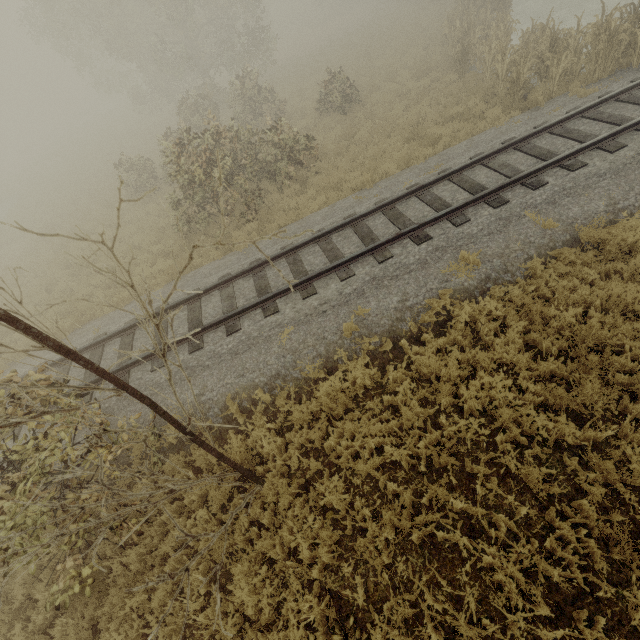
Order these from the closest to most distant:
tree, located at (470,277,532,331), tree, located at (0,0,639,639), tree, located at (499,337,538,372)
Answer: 1. tree, located at (0,0,639,639)
2. tree, located at (499,337,538,372)
3. tree, located at (470,277,532,331)

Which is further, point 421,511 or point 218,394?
point 218,394

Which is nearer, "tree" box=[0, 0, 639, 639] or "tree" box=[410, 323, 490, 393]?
"tree" box=[0, 0, 639, 639]

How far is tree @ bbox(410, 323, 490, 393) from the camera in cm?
595

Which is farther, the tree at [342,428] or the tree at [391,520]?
the tree at [342,428]

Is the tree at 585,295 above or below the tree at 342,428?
below
